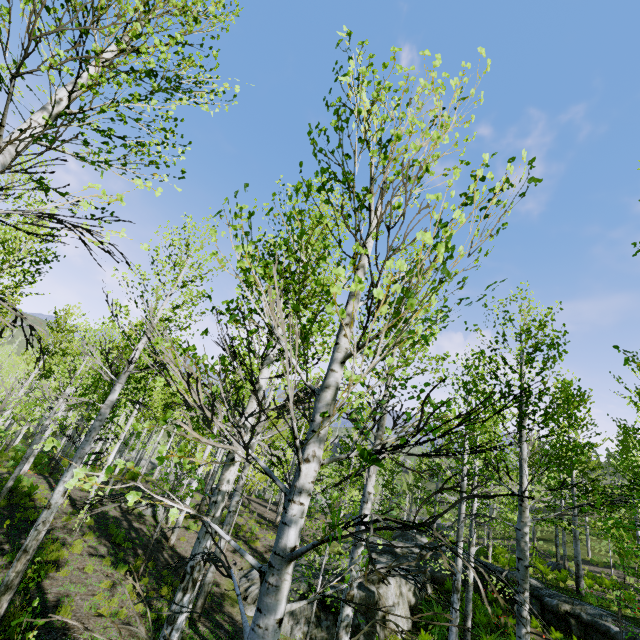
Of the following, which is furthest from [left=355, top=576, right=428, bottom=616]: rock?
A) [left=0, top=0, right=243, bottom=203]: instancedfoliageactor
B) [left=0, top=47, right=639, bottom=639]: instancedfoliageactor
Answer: [left=0, top=0, right=243, bottom=203]: instancedfoliageactor

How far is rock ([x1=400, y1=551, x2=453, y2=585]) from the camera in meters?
14.4

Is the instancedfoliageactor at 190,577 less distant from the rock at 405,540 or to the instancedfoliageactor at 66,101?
the rock at 405,540

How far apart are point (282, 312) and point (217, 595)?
11.6 meters

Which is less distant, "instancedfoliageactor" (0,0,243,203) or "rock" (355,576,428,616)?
"instancedfoliageactor" (0,0,243,203)

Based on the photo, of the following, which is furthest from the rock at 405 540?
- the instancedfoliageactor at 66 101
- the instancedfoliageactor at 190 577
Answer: the instancedfoliageactor at 66 101

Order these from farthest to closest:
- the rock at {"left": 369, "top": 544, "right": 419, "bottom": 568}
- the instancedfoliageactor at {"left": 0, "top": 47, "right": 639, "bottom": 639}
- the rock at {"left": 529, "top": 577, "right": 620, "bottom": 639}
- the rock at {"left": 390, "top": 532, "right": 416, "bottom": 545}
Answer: the rock at {"left": 390, "top": 532, "right": 416, "bottom": 545}, the rock at {"left": 369, "top": 544, "right": 419, "bottom": 568}, the rock at {"left": 529, "top": 577, "right": 620, "bottom": 639}, the instancedfoliageactor at {"left": 0, "top": 47, "right": 639, "bottom": 639}
